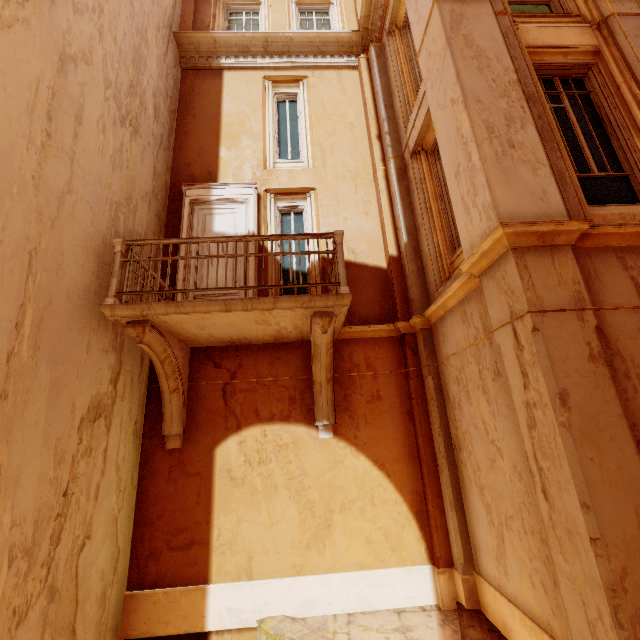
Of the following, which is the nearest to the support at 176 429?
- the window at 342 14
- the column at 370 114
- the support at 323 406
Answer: the support at 323 406

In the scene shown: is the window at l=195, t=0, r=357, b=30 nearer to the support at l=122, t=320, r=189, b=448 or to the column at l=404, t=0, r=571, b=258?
the column at l=404, t=0, r=571, b=258

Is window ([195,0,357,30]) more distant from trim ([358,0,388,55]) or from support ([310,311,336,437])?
support ([310,311,336,437])

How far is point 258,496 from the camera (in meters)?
5.56

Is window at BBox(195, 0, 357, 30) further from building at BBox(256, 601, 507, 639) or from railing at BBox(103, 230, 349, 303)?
building at BBox(256, 601, 507, 639)

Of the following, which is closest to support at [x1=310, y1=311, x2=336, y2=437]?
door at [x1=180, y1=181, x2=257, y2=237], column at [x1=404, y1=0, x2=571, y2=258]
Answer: door at [x1=180, y1=181, x2=257, y2=237]

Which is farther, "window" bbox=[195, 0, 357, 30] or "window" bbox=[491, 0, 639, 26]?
"window" bbox=[195, 0, 357, 30]

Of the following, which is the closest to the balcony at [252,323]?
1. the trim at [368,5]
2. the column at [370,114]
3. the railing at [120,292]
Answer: the railing at [120,292]
